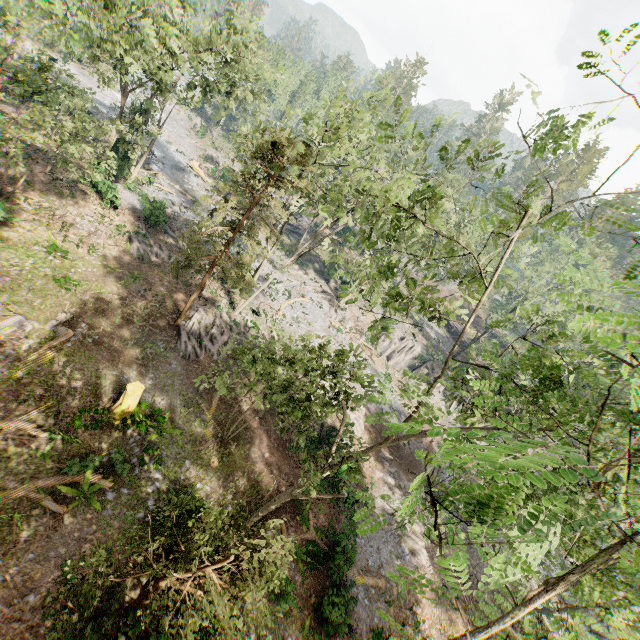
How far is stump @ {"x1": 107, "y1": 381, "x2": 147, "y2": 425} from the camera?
15.24m

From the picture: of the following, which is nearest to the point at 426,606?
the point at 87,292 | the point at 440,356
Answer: the point at 87,292

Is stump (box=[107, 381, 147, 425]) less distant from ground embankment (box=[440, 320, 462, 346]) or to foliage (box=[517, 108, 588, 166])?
foliage (box=[517, 108, 588, 166])

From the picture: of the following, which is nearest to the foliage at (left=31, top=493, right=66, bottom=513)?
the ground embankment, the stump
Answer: the ground embankment

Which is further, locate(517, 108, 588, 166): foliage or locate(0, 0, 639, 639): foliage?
locate(517, 108, 588, 166): foliage

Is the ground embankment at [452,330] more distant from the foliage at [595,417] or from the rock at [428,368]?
the foliage at [595,417]

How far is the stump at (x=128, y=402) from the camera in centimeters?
1524cm
